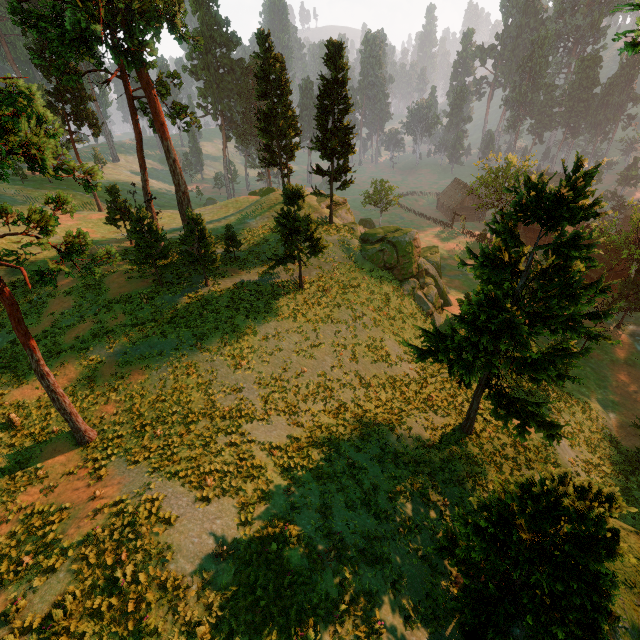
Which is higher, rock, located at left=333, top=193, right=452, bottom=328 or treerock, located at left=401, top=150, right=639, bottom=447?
treerock, located at left=401, top=150, right=639, bottom=447

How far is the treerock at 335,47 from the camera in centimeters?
2502cm

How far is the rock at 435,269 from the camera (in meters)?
32.56

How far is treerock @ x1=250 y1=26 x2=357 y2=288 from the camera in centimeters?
2502cm

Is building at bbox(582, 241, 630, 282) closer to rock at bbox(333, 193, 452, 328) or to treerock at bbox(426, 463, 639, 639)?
treerock at bbox(426, 463, 639, 639)

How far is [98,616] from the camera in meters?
9.0

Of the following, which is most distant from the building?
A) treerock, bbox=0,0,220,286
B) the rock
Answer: the rock
